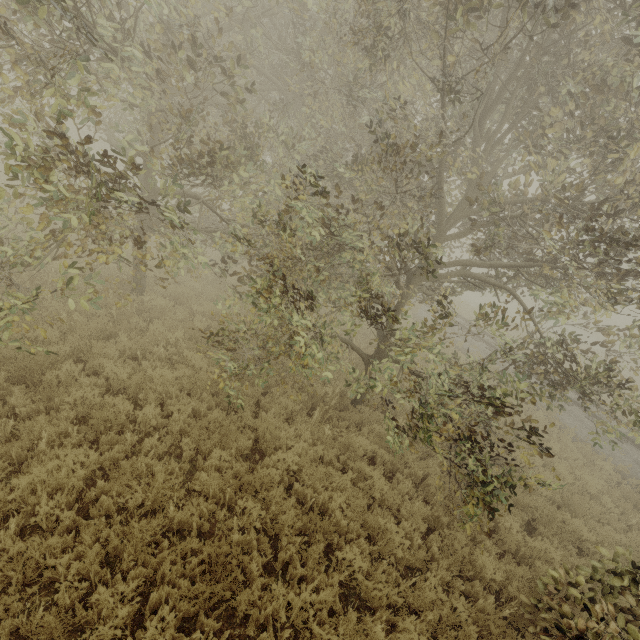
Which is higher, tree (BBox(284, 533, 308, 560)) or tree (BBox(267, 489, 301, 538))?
tree (BBox(267, 489, 301, 538))

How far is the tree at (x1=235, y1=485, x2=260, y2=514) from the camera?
5.1 meters

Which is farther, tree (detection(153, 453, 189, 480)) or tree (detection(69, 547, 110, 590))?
tree (detection(153, 453, 189, 480))

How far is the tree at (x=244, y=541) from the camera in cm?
490

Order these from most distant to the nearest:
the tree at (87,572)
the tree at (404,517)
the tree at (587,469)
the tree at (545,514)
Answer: the tree at (587,469), the tree at (545,514), the tree at (404,517), the tree at (87,572)

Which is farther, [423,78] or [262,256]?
[262,256]
